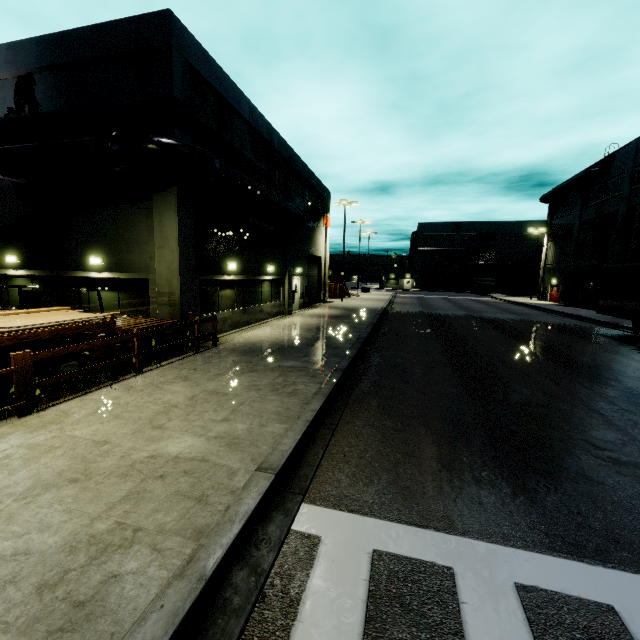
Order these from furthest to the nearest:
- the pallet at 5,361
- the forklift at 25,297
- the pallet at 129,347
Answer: the forklift at 25,297
the pallet at 129,347
the pallet at 5,361

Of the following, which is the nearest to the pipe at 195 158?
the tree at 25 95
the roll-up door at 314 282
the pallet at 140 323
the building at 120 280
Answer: the building at 120 280

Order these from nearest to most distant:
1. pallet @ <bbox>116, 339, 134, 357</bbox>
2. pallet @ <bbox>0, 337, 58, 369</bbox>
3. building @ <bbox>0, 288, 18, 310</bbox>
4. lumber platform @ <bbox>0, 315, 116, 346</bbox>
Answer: lumber platform @ <bbox>0, 315, 116, 346</bbox>, pallet @ <bbox>0, 337, 58, 369</bbox>, pallet @ <bbox>116, 339, 134, 357</bbox>, building @ <bbox>0, 288, 18, 310</bbox>

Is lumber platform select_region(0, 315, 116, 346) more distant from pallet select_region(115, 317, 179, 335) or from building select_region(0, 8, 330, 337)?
building select_region(0, 8, 330, 337)

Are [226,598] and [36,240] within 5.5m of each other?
no

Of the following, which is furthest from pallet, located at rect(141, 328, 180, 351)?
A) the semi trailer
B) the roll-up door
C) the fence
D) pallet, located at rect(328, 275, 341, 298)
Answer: pallet, located at rect(328, 275, 341, 298)

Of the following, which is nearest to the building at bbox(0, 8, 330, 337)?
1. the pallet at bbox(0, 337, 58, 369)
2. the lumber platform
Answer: the lumber platform

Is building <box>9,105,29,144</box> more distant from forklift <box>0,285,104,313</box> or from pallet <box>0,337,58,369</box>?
pallet <box>0,337,58,369</box>
